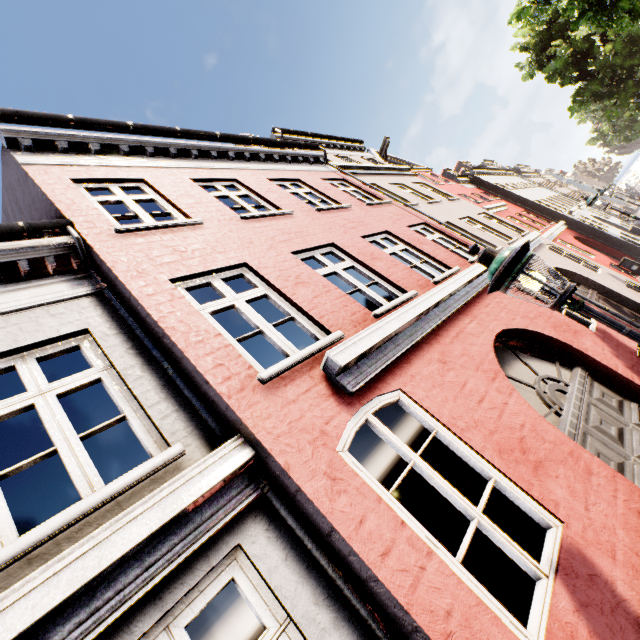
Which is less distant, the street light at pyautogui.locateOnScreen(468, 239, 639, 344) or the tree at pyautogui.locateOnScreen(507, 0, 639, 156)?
the street light at pyautogui.locateOnScreen(468, 239, 639, 344)

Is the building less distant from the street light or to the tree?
the street light

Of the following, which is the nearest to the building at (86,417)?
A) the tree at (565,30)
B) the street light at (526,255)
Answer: the street light at (526,255)

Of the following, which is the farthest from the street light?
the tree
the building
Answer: Result: the tree

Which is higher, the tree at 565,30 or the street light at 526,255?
the tree at 565,30

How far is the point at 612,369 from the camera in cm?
517
